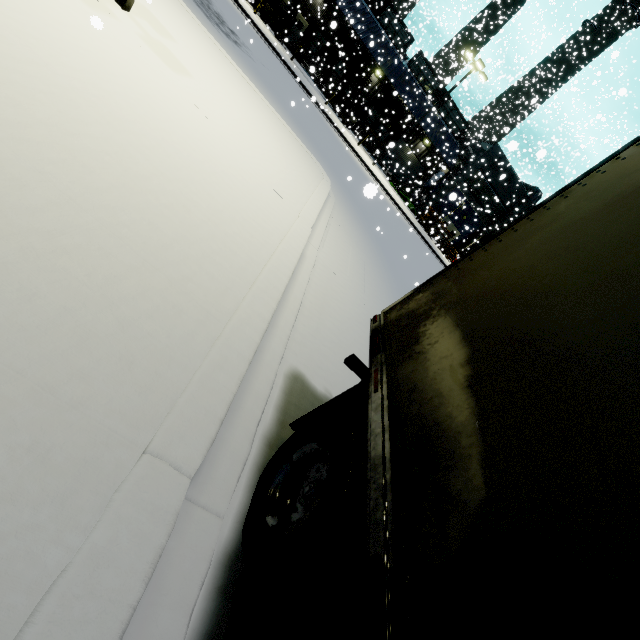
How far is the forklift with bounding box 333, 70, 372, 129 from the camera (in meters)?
29.25

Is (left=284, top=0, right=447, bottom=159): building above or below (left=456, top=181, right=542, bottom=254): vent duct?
below

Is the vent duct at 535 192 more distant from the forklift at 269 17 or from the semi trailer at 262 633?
the forklift at 269 17

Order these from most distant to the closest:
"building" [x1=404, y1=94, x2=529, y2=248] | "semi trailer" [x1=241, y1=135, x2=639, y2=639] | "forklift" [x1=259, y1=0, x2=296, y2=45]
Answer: "building" [x1=404, y1=94, x2=529, y2=248] < "forklift" [x1=259, y1=0, x2=296, y2=45] < "semi trailer" [x1=241, y1=135, x2=639, y2=639]

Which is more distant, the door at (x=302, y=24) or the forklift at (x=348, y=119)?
the door at (x=302, y=24)

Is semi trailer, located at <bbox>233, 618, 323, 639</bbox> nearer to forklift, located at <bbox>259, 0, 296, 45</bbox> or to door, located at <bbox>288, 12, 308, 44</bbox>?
forklift, located at <bbox>259, 0, 296, 45</bbox>

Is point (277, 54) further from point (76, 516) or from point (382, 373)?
point (76, 516)
